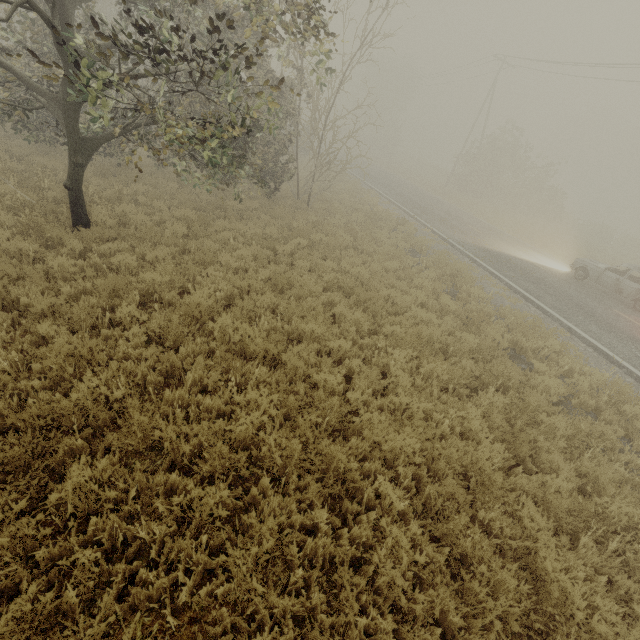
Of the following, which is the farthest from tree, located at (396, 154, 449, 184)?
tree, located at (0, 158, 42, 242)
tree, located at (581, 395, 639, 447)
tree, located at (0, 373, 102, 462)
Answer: tree, located at (581, 395, 639, 447)

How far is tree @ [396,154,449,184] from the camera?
43.7m

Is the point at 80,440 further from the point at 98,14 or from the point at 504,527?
the point at 98,14

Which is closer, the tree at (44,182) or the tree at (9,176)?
the tree at (9,176)

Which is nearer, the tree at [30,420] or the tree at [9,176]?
the tree at [30,420]

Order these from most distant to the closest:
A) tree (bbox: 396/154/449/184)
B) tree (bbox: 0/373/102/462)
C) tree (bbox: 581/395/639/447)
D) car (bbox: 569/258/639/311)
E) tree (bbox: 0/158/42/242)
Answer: tree (bbox: 396/154/449/184) < car (bbox: 569/258/639/311) < tree (bbox: 0/158/42/242) < tree (bbox: 581/395/639/447) < tree (bbox: 0/373/102/462)

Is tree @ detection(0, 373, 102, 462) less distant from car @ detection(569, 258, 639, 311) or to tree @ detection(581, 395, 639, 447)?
tree @ detection(581, 395, 639, 447)

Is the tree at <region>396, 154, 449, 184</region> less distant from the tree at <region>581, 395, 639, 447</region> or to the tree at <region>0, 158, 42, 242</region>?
the tree at <region>0, 158, 42, 242</region>
